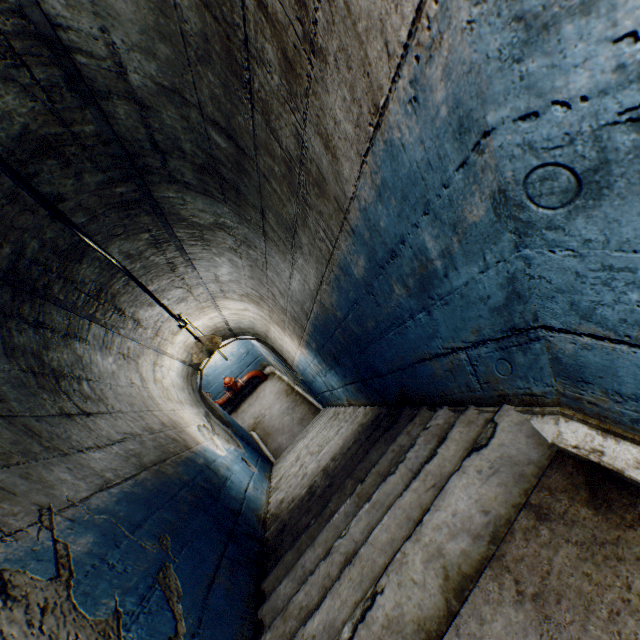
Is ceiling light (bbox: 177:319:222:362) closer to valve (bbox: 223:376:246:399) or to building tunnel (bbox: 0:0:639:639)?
building tunnel (bbox: 0:0:639:639)

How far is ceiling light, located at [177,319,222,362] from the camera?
3.98m

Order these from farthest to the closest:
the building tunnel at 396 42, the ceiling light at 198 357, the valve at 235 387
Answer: the valve at 235 387 → the ceiling light at 198 357 → the building tunnel at 396 42

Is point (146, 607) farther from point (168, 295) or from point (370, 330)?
point (168, 295)

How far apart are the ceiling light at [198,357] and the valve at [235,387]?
5.3m

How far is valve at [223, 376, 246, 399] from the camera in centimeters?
930cm

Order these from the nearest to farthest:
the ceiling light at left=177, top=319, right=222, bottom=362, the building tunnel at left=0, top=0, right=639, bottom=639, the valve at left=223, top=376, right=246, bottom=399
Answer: the building tunnel at left=0, top=0, right=639, bottom=639, the ceiling light at left=177, top=319, right=222, bottom=362, the valve at left=223, top=376, right=246, bottom=399

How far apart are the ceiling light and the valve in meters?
5.3
